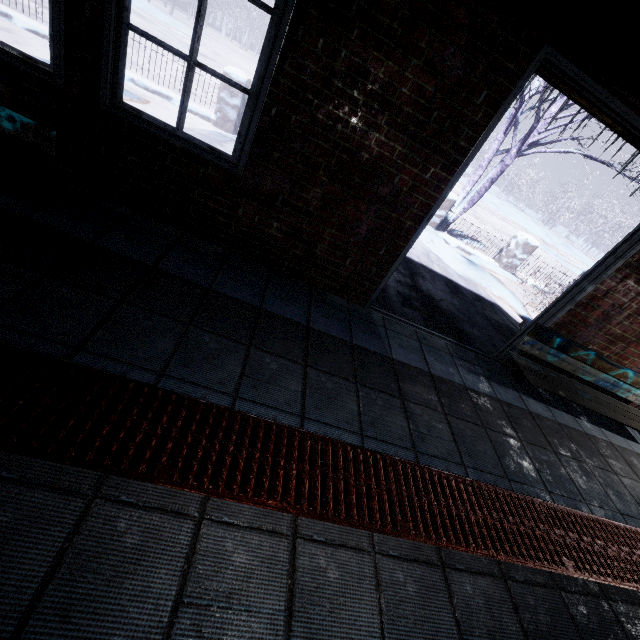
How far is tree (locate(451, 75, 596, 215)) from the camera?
5.9 meters

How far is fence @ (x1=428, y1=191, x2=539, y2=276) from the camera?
6.77m

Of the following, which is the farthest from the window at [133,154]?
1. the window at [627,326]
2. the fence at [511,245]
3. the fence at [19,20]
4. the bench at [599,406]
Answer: the fence at [511,245]

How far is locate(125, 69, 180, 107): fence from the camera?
5.45m

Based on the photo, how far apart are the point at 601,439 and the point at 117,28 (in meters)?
4.84

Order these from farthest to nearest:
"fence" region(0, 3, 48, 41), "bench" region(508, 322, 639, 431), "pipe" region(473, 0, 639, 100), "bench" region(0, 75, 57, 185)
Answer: "fence" region(0, 3, 48, 41), "bench" region(508, 322, 639, 431), "bench" region(0, 75, 57, 185), "pipe" region(473, 0, 639, 100)

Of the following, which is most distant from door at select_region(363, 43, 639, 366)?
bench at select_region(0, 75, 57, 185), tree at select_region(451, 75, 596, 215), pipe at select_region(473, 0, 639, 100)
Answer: tree at select_region(451, 75, 596, 215)

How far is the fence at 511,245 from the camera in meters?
6.8
